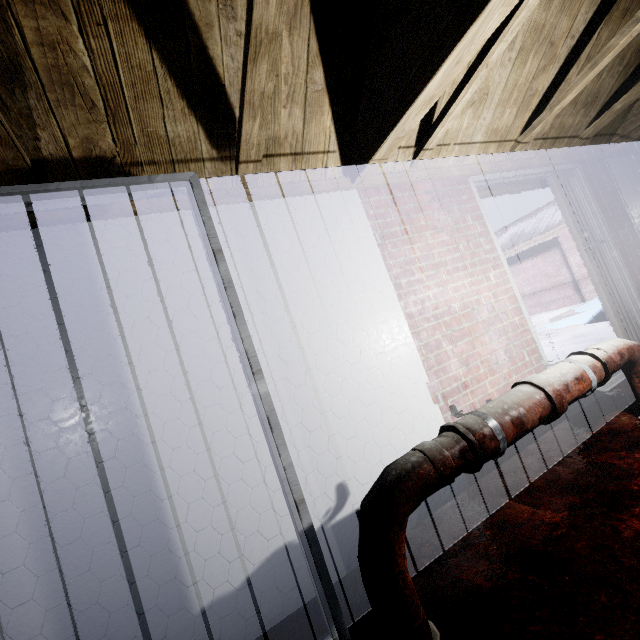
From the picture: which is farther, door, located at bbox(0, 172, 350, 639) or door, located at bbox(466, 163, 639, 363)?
door, located at bbox(466, 163, 639, 363)

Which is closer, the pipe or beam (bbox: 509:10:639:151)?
the pipe

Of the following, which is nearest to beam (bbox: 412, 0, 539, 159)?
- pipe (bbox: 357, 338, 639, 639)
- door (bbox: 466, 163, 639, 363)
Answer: door (bbox: 466, 163, 639, 363)

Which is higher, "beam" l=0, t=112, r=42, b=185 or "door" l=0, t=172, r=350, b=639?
"beam" l=0, t=112, r=42, b=185

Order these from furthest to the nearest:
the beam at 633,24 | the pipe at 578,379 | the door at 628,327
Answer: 1. the door at 628,327
2. the beam at 633,24
3. the pipe at 578,379

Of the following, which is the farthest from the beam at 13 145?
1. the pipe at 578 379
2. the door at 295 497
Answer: the pipe at 578 379

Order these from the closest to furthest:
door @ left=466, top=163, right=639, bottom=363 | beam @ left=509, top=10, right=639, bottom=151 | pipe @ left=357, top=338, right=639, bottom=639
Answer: pipe @ left=357, top=338, right=639, bottom=639, beam @ left=509, top=10, right=639, bottom=151, door @ left=466, top=163, right=639, bottom=363

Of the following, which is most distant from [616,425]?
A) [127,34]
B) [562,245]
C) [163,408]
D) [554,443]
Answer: [562,245]
